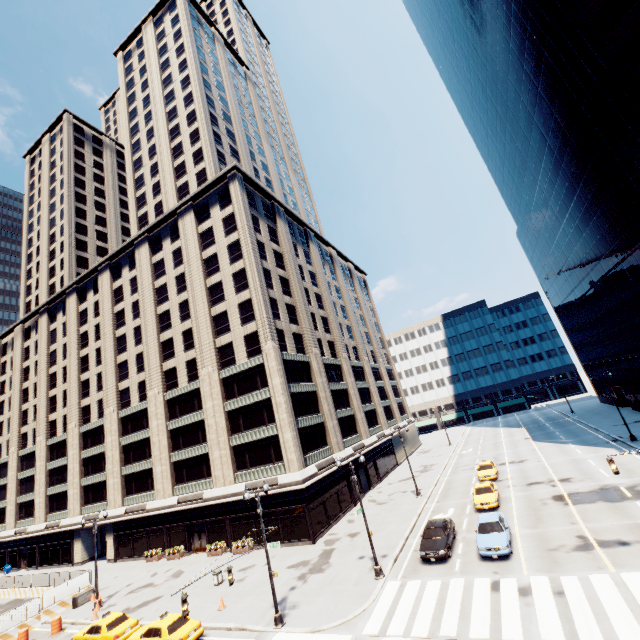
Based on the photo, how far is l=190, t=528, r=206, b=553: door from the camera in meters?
35.4 m

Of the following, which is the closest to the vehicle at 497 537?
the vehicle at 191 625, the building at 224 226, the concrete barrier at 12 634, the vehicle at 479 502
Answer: the vehicle at 479 502

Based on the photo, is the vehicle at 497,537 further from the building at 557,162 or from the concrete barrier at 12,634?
the concrete barrier at 12,634

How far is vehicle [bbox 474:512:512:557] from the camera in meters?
19.0

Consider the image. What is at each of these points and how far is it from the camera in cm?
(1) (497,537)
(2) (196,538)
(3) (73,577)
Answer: (1) vehicle, 1989
(2) door, 3609
(3) fence, 3306

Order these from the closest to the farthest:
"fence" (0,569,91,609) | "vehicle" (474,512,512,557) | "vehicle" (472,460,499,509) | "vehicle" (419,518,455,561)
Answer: "vehicle" (474,512,512,557)
"vehicle" (419,518,455,561)
"vehicle" (472,460,499,509)
"fence" (0,569,91,609)

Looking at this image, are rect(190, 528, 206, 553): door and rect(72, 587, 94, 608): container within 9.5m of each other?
yes

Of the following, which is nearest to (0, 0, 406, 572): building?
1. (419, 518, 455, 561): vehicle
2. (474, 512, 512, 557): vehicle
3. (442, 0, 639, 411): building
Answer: (419, 518, 455, 561): vehicle
